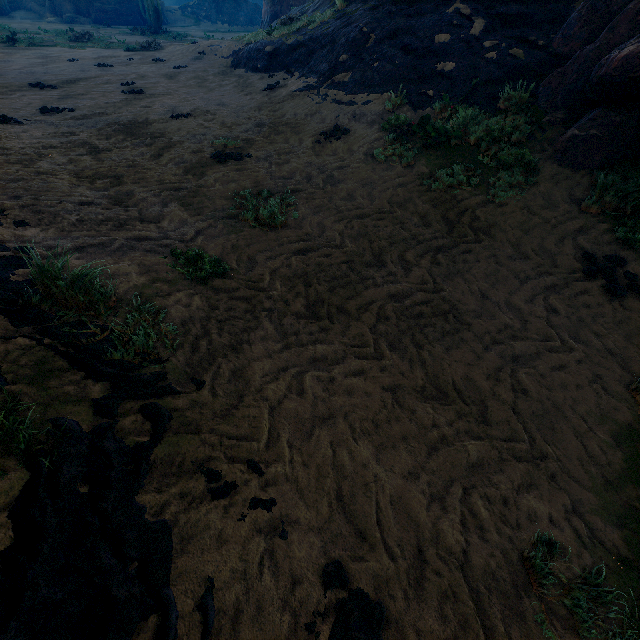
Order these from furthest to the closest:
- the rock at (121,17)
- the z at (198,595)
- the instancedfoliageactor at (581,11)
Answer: the rock at (121,17) < the instancedfoliageactor at (581,11) < the z at (198,595)

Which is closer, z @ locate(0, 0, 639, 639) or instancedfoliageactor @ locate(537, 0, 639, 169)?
z @ locate(0, 0, 639, 639)

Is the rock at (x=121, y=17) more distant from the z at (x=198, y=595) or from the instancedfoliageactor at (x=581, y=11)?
the instancedfoliageactor at (x=581, y=11)

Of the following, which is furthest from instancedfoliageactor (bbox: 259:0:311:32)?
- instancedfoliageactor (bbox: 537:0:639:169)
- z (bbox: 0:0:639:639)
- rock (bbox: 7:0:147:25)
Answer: instancedfoliageactor (bbox: 537:0:639:169)

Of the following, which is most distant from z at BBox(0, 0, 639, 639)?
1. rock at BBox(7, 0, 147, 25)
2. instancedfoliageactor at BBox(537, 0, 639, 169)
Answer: rock at BBox(7, 0, 147, 25)

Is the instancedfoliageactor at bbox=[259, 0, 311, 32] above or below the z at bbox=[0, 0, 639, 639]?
above

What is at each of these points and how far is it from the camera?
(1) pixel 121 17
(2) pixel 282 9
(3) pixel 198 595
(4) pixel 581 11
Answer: (1) rock, 34.38m
(2) instancedfoliageactor, 24.41m
(3) z, 1.27m
(4) instancedfoliageactor, 6.46m
